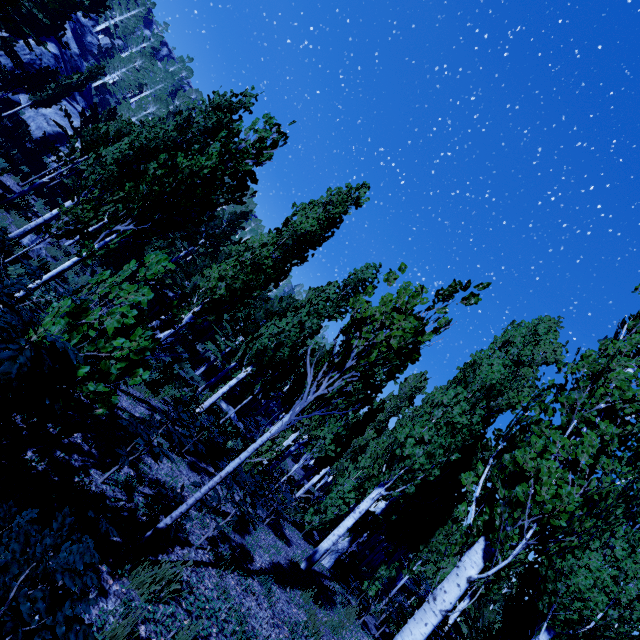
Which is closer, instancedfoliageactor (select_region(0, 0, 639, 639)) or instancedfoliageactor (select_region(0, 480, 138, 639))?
instancedfoliageactor (select_region(0, 480, 138, 639))

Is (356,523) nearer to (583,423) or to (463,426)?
(463,426)

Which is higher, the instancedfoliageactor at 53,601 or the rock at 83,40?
the rock at 83,40

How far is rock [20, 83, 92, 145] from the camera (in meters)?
25.55

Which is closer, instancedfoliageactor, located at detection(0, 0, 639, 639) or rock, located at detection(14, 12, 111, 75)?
instancedfoliageactor, located at detection(0, 0, 639, 639)

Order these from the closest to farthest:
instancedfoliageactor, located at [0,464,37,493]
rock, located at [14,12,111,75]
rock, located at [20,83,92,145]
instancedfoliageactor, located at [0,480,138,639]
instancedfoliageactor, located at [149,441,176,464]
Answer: instancedfoliageactor, located at [0,480,138,639]
instancedfoliageactor, located at [0,464,37,493]
instancedfoliageactor, located at [149,441,176,464]
rock, located at [20,83,92,145]
rock, located at [14,12,111,75]

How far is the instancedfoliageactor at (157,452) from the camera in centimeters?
424cm

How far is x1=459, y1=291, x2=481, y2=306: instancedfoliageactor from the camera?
4.4m
